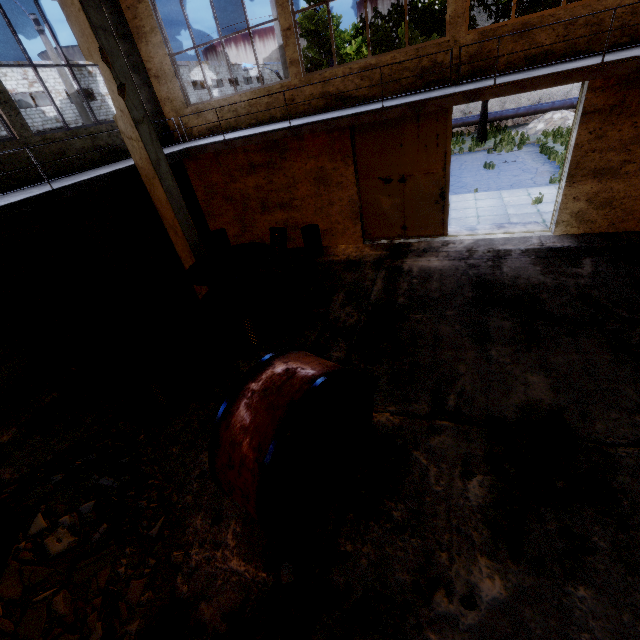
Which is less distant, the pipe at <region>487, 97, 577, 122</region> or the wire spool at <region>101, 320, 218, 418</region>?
the wire spool at <region>101, 320, 218, 418</region>

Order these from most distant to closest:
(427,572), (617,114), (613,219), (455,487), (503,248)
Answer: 1. (503,248)
2. (613,219)
3. (617,114)
4. (455,487)
5. (427,572)

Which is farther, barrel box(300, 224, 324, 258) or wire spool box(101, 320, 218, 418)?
barrel box(300, 224, 324, 258)

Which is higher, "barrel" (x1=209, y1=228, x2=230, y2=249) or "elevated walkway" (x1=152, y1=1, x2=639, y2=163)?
"elevated walkway" (x1=152, y1=1, x2=639, y2=163)

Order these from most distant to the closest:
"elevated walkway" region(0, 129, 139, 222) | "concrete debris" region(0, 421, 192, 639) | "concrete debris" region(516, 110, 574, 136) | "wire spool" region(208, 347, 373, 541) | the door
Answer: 1. "concrete debris" region(516, 110, 574, 136)
2. the door
3. "elevated walkway" region(0, 129, 139, 222)
4. "concrete debris" region(0, 421, 192, 639)
5. "wire spool" region(208, 347, 373, 541)

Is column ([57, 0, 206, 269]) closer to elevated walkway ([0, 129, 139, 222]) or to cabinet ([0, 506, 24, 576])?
elevated walkway ([0, 129, 139, 222])

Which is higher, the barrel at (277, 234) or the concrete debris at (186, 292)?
the barrel at (277, 234)

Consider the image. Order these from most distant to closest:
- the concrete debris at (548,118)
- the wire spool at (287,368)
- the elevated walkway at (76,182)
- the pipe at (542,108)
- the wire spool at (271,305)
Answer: the pipe at (542,108), the concrete debris at (548,118), the wire spool at (271,305), the elevated walkway at (76,182), the wire spool at (287,368)
